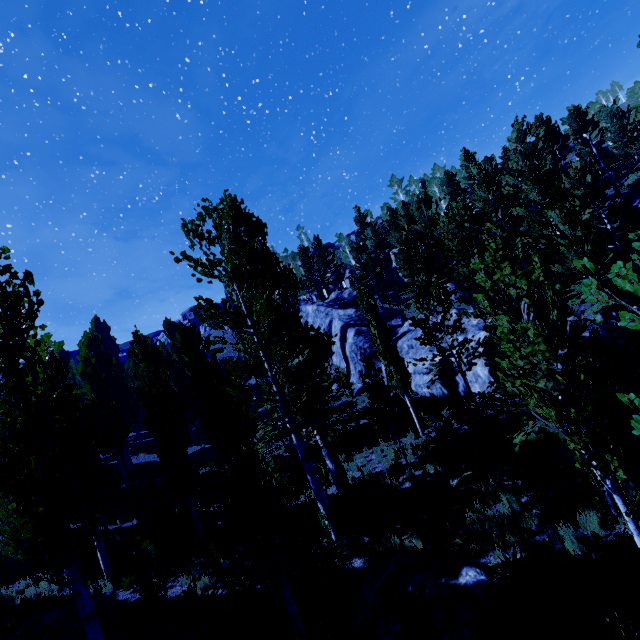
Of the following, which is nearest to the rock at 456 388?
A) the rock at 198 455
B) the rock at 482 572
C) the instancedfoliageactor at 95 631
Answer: the instancedfoliageactor at 95 631

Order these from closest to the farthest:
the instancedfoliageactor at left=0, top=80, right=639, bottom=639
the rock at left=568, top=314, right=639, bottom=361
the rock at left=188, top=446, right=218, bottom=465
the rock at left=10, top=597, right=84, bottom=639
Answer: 1. the instancedfoliageactor at left=0, top=80, right=639, bottom=639
2. the rock at left=10, top=597, right=84, bottom=639
3. the rock at left=568, top=314, right=639, bottom=361
4. the rock at left=188, top=446, right=218, bottom=465

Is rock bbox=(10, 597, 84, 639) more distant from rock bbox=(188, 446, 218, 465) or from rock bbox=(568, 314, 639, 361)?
rock bbox=(568, 314, 639, 361)

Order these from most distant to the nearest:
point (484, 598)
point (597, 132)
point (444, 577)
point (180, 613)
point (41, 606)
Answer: point (597, 132), point (41, 606), point (180, 613), point (444, 577), point (484, 598)

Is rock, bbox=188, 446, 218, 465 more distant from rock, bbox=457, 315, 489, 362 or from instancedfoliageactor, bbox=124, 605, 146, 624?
rock, bbox=457, 315, 489, 362

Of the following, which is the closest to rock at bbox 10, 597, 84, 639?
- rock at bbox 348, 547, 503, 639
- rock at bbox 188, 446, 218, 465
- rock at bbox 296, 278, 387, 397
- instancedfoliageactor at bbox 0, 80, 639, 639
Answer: instancedfoliageactor at bbox 0, 80, 639, 639

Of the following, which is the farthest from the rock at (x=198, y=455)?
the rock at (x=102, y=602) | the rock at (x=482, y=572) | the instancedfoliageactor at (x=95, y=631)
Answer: the rock at (x=482, y=572)

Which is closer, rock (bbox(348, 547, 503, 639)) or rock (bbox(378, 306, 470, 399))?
rock (bbox(348, 547, 503, 639))
